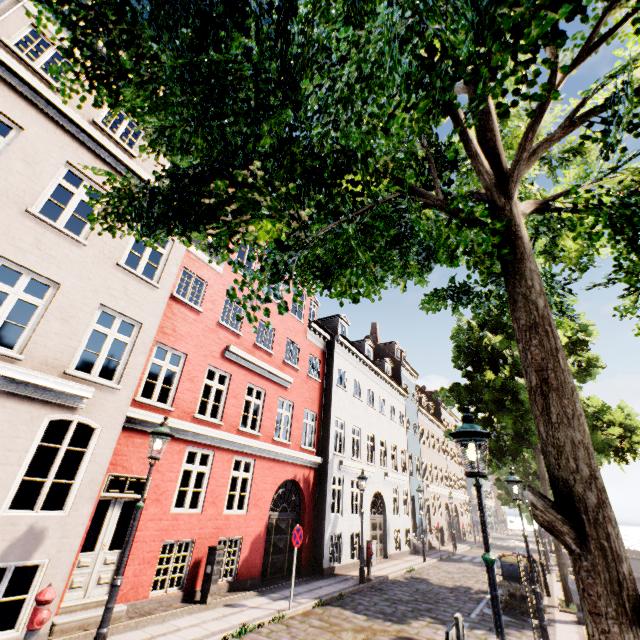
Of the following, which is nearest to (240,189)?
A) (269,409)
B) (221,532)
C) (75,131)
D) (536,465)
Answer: (75,131)

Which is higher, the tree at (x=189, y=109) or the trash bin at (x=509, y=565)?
the tree at (x=189, y=109)

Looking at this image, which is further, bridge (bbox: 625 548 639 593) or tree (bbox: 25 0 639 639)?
bridge (bbox: 625 548 639 593)

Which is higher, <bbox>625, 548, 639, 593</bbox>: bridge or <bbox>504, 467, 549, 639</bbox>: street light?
<bbox>504, 467, 549, 639</bbox>: street light

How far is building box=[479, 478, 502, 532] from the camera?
52.7 meters

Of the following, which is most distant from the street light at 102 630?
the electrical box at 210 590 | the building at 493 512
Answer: the electrical box at 210 590

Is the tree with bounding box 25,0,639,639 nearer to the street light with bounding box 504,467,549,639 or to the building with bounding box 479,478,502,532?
the street light with bounding box 504,467,549,639

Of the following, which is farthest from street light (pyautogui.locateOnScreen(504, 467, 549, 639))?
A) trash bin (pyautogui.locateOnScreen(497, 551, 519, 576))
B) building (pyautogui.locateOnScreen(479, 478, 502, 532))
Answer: building (pyautogui.locateOnScreen(479, 478, 502, 532))
